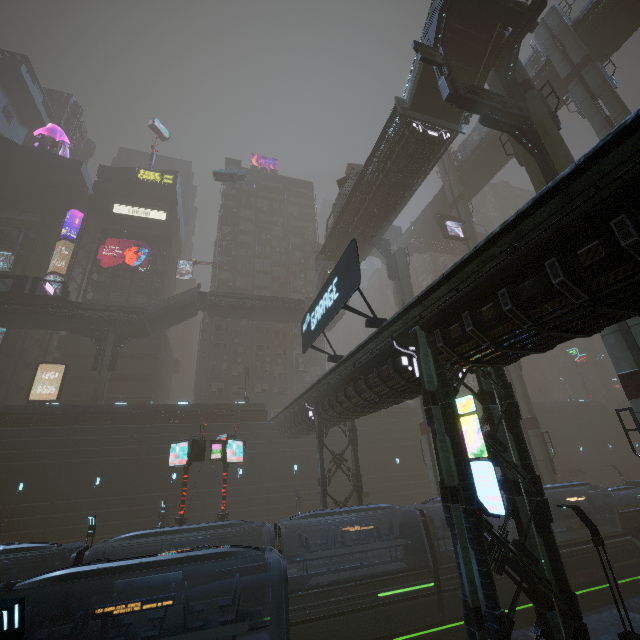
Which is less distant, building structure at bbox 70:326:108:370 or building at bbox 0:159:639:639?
building at bbox 0:159:639:639

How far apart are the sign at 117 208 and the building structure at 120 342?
22.7m

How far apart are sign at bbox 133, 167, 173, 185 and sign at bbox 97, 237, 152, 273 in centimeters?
1354cm

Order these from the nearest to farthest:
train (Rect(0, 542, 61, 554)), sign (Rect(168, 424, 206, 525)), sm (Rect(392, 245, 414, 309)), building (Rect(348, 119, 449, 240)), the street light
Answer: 1. the street light
2. train (Rect(0, 542, 61, 554))
3. sign (Rect(168, 424, 206, 525))
4. building (Rect(348, 119, 449, 240))
5. sm (Rect(392, 245, 414, 309))

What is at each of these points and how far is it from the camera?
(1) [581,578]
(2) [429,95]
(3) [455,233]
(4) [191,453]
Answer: (1) train rail, 20.9m
(2) stairs, 21.9m
(3) sign, 36.9m
(4) sign, 19.5m

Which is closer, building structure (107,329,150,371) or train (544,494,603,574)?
train (544,494,603,574)

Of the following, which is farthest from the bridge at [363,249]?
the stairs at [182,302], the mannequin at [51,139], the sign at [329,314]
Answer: the mannequin at [51,139]

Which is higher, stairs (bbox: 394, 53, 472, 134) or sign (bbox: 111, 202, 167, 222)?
sign (bbox: 111, 202, 167, 222)
